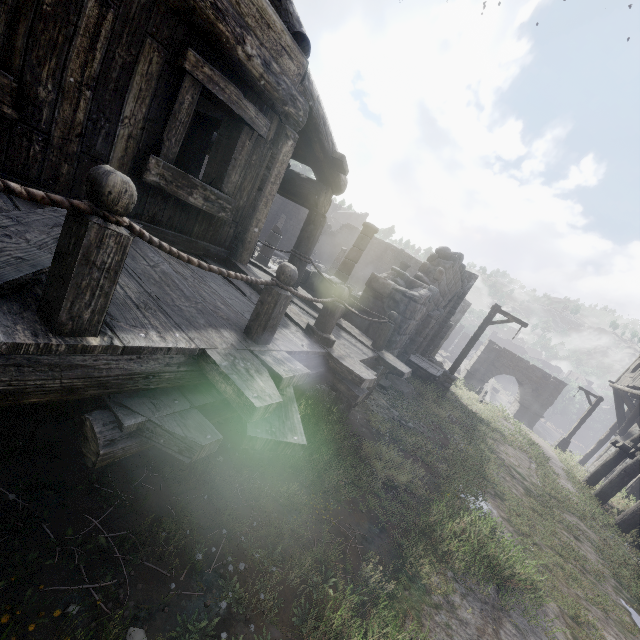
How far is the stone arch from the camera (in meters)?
30.23

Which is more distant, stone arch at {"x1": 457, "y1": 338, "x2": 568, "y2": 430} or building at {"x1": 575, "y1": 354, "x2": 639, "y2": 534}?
stone arch at {"x1": 457, "y1": 338, "x2": 568, "y2": 430}

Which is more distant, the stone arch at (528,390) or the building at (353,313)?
the stone arch at (528,390)

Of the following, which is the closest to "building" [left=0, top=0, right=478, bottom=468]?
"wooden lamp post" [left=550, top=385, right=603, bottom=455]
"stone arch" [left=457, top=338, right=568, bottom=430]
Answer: "stone arch" [left=457, top=338, right=568, bottom=430]

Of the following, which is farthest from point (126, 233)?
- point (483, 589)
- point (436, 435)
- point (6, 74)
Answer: point (436, 435)

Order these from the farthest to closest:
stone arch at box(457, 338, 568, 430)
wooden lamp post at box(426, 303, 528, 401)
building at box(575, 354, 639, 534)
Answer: stone arch at box(457, 338, 568, 430), wooden lamp post at box(426, 303, 528, 401), building at box(575, 354, 639, 534)

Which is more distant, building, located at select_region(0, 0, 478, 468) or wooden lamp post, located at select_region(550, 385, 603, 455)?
wooden lamp post, located at select_region(550, 385, 603, 455)

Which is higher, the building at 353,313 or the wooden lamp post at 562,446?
the building at 353,313
